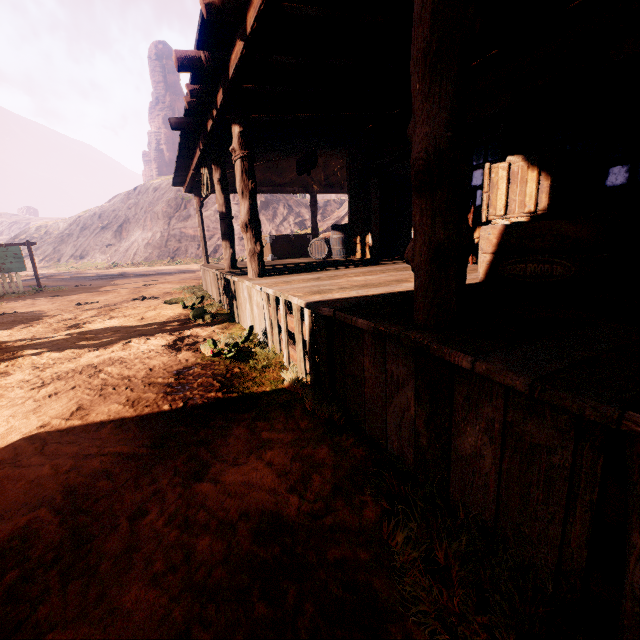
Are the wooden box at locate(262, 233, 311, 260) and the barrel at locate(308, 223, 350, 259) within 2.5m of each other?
yes

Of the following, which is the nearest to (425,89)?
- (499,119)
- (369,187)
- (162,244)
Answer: (369,187)

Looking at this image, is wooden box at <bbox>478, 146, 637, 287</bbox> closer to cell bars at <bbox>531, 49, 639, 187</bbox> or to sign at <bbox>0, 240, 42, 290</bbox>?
cell bars at <bbox>531, 49, 639, 187</bbox>

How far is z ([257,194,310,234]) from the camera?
41.1 meters

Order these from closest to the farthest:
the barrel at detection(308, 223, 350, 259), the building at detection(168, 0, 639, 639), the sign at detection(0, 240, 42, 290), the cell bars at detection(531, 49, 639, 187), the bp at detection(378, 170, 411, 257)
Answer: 1. the building at detection(168, 0, 639, 639)
2. the cell bars at detection(531, 49, 639, 187)
3. the bp at detection(378, 170, 411, 257)
4. the barrel at detection(308, 223, 350, 259)
5. the sign at detection(0, 240, 42, 290)

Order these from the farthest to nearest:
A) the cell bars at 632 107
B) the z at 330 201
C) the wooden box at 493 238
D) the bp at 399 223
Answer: the z at 330 201
the bp at 399 223
the cell bars at 632 107
the wooden box at 493 238

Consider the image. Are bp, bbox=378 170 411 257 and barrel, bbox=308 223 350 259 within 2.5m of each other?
yes

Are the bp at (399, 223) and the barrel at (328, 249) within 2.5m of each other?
yes
